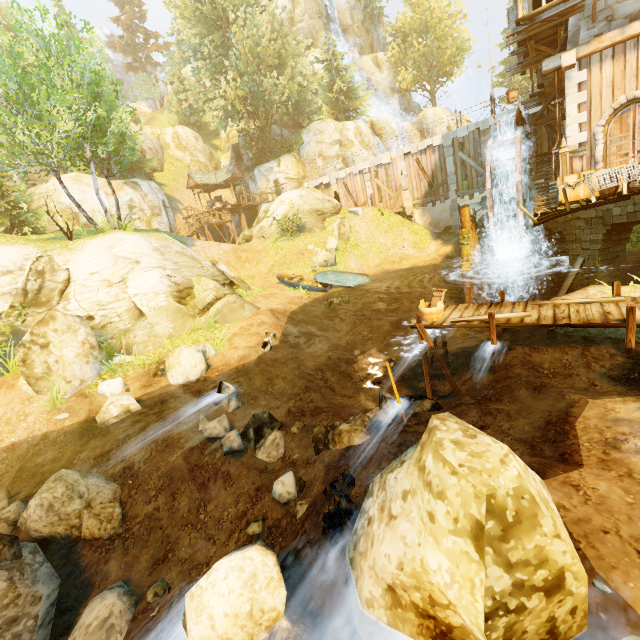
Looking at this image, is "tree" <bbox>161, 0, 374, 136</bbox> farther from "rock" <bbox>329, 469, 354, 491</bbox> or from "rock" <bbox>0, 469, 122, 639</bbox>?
"rock" <bbox>0, 469, 122, 639</bbox>

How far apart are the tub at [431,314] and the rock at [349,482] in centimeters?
507cm

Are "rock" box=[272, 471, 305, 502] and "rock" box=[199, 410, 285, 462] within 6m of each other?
yes

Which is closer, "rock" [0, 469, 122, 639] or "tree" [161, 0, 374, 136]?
"rock" [0, 469, 122, 639]

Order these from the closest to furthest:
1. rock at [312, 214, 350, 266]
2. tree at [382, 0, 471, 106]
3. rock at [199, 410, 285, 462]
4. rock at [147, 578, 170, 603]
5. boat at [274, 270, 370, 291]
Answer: rock at [147, 578, 170, 603] → rock at [199, 410, 285, 462] → boat at [274, 270, 370, 291] → rock at [312, 214, 350, 266] → tree at [382, 0, 471, 106]

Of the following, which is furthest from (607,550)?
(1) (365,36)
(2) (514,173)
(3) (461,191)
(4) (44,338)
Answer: (1) (365,36)

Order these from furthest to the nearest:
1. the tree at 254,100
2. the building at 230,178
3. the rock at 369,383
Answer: the building at 230,178 < the tree at 254,100 < the rock at 369,383

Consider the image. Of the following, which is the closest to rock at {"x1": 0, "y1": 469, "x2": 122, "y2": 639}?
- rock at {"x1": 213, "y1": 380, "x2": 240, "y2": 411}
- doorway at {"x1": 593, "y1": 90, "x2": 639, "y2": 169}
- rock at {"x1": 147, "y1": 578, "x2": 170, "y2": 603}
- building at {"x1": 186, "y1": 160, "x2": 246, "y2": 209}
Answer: rock at {"x1": 147, "y1": 578, "x2": 170, "y2": 603}
